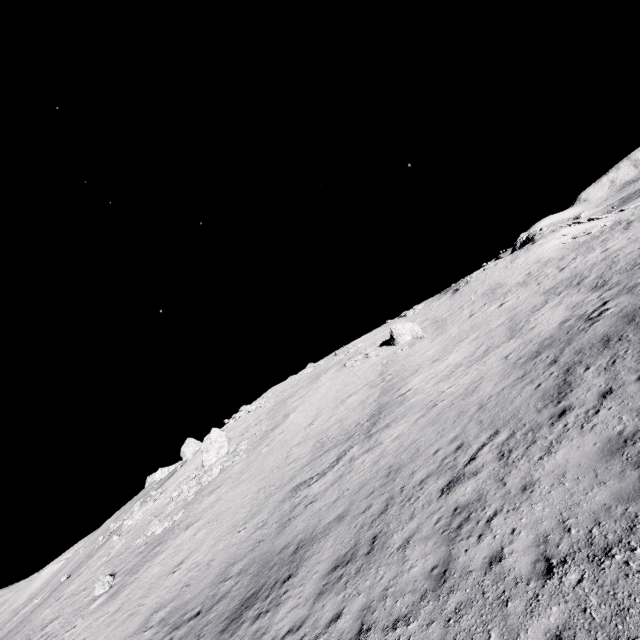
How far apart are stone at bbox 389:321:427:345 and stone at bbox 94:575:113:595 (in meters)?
30.09

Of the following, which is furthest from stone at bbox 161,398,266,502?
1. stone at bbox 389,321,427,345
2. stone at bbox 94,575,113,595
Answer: stone at bbox 389,321,427,345

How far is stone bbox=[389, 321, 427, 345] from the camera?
34.78m

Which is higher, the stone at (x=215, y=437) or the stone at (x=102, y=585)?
the stone at (x=215, y=437)

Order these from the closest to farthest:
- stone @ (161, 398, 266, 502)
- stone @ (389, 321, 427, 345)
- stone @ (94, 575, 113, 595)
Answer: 1. stone @ (94, 575, 113, 595)
2. stone @ (161, 398, 266, 502)
3. stone @ (389, 321, 427, 345)

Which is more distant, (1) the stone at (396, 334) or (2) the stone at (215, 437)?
(1) the stone at (396, 334)

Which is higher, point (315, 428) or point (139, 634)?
point (315, 428)

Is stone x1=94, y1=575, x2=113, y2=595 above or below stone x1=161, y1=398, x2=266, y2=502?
below
